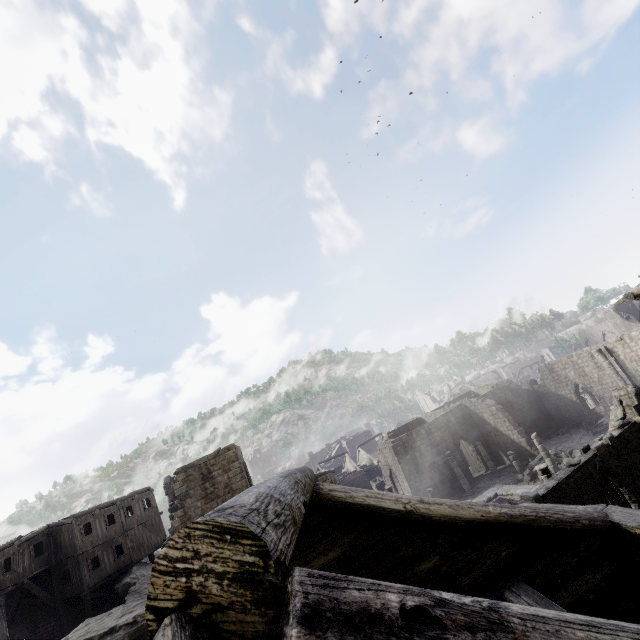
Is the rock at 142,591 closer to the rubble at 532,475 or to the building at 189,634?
the building at 189,634

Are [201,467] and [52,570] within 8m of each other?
no

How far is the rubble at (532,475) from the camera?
26.1m

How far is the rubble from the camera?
26.1 meters

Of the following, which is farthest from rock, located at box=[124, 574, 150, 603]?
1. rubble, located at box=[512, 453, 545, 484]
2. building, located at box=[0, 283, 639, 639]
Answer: rubble, located at box=[512, 453, 545, 484]

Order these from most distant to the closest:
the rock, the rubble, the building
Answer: the rubble → the rock → the building
